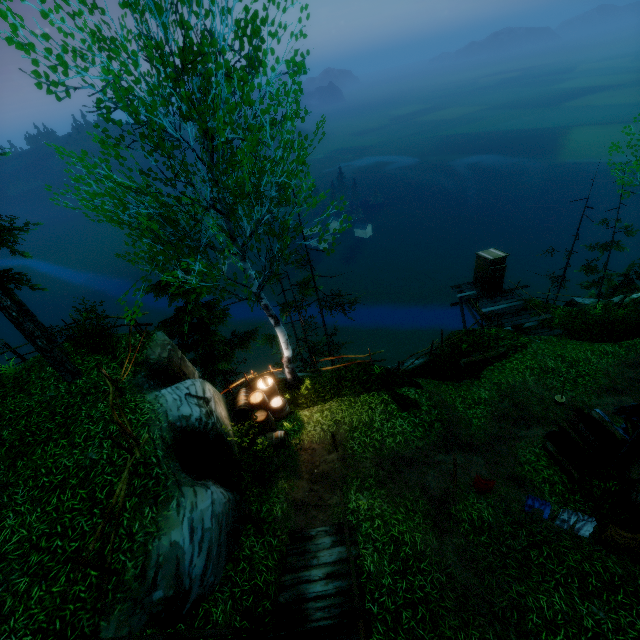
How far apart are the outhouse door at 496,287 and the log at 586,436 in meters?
9.9

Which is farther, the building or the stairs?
the building

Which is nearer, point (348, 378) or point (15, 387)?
point (15, 387)

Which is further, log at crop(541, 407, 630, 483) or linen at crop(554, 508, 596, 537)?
log at crop(541, 407, 630, 483)

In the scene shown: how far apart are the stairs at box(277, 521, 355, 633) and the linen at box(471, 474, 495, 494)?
3.29m

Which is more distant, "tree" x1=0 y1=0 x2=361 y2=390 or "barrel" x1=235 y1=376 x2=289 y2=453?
"barrel" x1=235 y1=376 x2=289 y2=453

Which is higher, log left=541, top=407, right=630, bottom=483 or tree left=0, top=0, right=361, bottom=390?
tree left=0, top=0, right=361, bottom=390

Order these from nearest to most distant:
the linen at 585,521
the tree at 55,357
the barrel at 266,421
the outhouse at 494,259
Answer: the linen at 585,521
the tree at 55,357
the barrel at 266,421
the outhouse at 494,259
